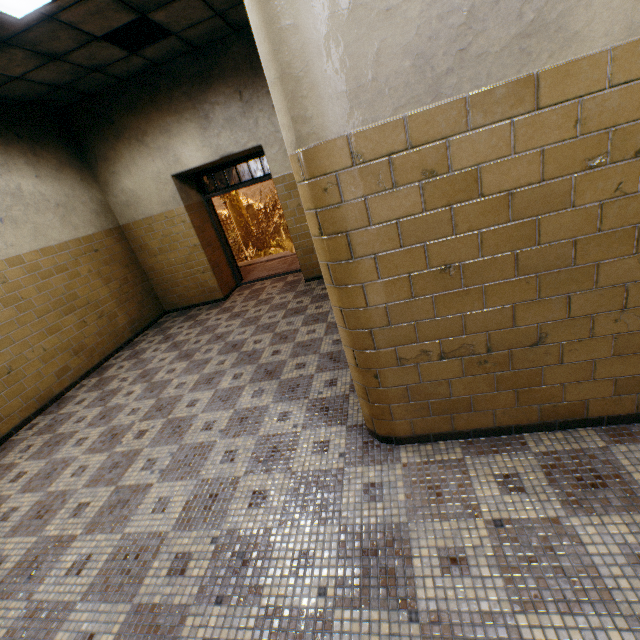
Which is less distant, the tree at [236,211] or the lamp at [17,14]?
the lamp at [17,14]

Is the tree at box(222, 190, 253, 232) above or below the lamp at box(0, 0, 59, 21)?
below

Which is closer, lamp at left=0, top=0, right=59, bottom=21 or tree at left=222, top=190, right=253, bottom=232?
lamp at left=0, top=0, right=59, bottom=21

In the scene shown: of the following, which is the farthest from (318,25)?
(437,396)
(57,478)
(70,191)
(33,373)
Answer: (70,191)

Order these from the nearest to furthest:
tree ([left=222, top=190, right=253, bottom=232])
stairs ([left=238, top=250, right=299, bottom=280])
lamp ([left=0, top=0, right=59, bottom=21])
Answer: lamp ([left=0, top=0, right=59, bottom=21]), stairs ([left=238, top=250, right=299, bottom=280]), tree ([left=222, top=190, right=253, bottom=232])

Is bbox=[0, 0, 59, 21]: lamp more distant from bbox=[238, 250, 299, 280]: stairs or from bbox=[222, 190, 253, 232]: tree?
bbox=[222, 190, 253, 232]: tree

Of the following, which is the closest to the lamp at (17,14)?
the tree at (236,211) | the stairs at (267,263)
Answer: the stairs at (267,263)

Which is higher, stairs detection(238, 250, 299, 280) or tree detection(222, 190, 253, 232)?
tree detection(222, 190, 253, 232)
